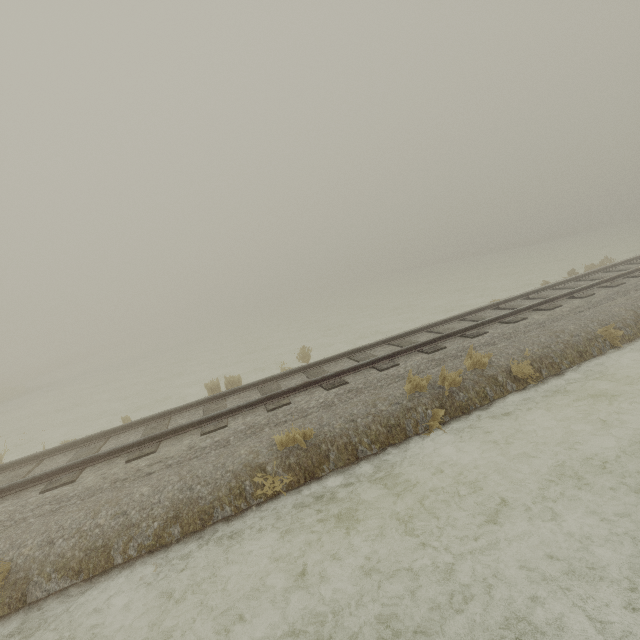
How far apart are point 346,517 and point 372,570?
0.97m
